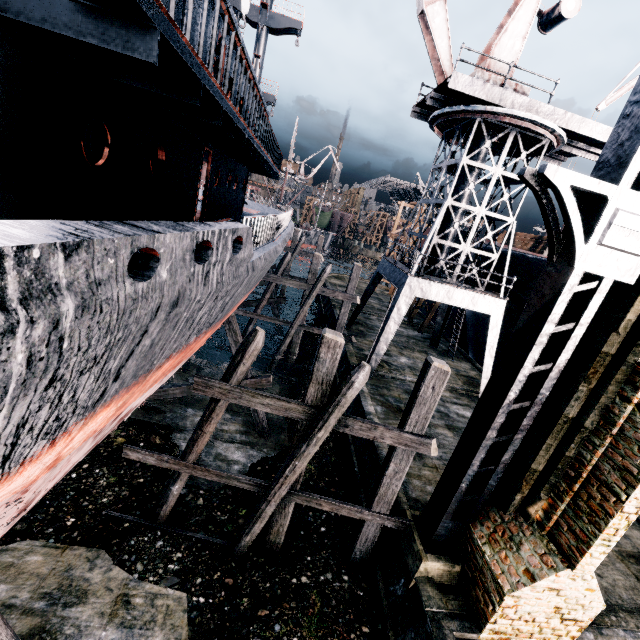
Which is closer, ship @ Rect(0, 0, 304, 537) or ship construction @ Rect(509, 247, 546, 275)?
ship @ Rect(0, 0, 304, 537)

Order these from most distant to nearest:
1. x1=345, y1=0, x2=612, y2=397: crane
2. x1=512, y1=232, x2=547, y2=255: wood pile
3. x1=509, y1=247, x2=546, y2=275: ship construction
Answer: x1=512, y1=232, x2=547, y2=255: wood pile
x1=509, y1=247, x2=546, y2=275: ship construction
x1=345, y1=0, x2=612, y2=397: crane

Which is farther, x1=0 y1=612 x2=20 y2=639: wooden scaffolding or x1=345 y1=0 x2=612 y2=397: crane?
x1=345 y1=0 x2=612 y2=397: crane

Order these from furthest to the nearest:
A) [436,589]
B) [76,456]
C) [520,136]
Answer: [520,136] → [436,589] → [76,456]

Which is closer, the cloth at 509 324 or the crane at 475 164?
the crane at 475 164

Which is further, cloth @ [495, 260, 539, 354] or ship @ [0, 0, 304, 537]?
cloth @ [495, 260, 539, 354]

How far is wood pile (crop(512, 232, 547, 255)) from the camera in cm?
3061

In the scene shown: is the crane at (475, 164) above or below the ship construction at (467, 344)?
above
